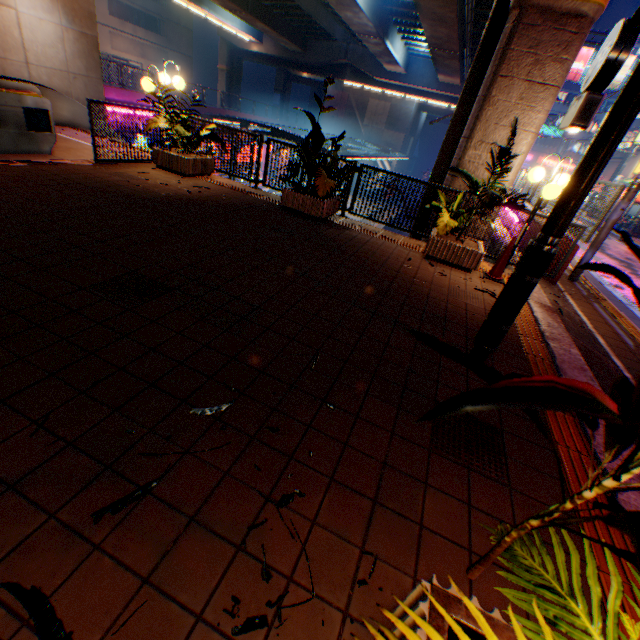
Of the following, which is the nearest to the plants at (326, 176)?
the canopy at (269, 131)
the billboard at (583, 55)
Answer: the canopy at (269, 131)

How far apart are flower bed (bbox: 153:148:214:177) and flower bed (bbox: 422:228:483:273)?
5.79m

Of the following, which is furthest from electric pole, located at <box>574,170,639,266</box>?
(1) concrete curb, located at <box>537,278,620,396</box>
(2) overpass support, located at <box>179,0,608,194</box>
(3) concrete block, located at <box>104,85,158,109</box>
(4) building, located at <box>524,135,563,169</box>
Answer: (4) building, located at <box>524,135,563,169</box>

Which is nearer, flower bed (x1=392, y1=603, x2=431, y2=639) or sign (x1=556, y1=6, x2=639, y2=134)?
flower bed (x1=392, y1=603, x2=431, y2=639)

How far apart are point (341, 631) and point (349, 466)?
0.8m

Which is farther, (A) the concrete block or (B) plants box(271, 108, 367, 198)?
(A) the concrete block

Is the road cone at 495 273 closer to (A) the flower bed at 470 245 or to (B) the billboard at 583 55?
(A) the flower bed at 470 245

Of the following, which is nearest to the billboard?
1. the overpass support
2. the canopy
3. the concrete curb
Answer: the overpass support
